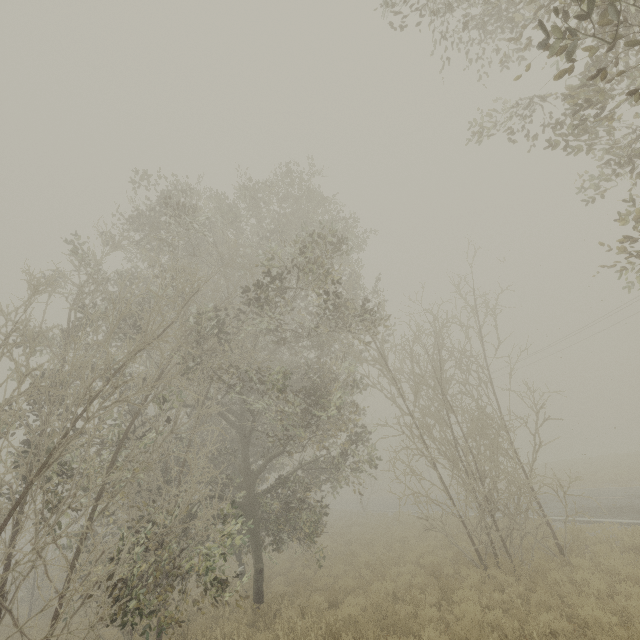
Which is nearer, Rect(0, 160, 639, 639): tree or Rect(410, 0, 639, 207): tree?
Rect(410, 0, 639, 207): tree

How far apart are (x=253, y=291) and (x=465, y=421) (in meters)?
10.01

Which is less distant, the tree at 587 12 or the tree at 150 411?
the tree at 587 12
